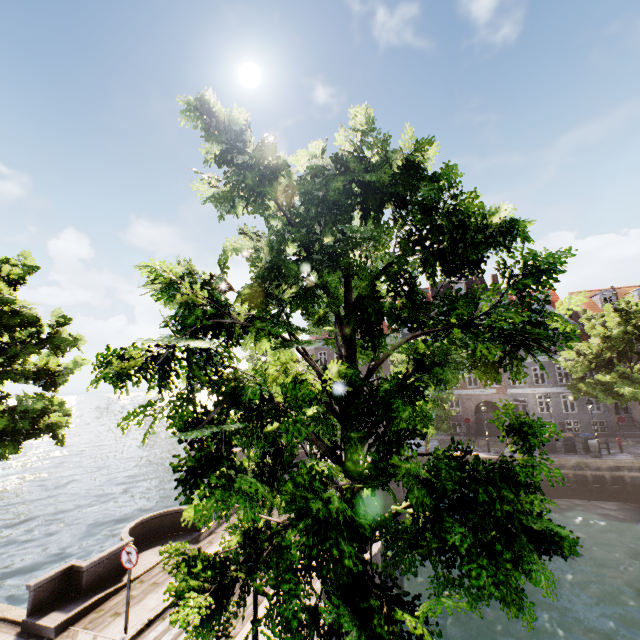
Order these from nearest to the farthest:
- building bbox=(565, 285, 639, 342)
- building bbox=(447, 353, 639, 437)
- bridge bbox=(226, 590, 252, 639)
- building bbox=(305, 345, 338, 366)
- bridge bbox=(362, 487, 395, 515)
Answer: bridge bbox=(226, 590, 252, 639)
bridge bbox=(362, 487, 395, 515)
building bbox=(447, 353, 639, 437)
building bbox=(565, 285, 639, 342)
building bbox=(305, 345, 338, 366)

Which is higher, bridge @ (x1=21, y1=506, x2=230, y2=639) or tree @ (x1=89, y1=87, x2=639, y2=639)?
tree @ (x1=89, y1=87, x2=639, y2=639)

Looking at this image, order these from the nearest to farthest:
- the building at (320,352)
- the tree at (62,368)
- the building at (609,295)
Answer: the tree at (62,368) → the building at (609,295) → the building at (320,352)

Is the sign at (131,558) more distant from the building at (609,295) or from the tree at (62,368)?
the building at (609,295)

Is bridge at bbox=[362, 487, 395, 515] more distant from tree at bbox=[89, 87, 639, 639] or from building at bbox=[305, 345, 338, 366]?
building at bbox=[305, 345, 338, 366]

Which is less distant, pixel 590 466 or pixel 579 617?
pixel 579 617

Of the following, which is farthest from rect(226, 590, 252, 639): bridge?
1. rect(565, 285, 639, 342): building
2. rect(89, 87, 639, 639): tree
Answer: rect(565, 285, 639, 342): building
